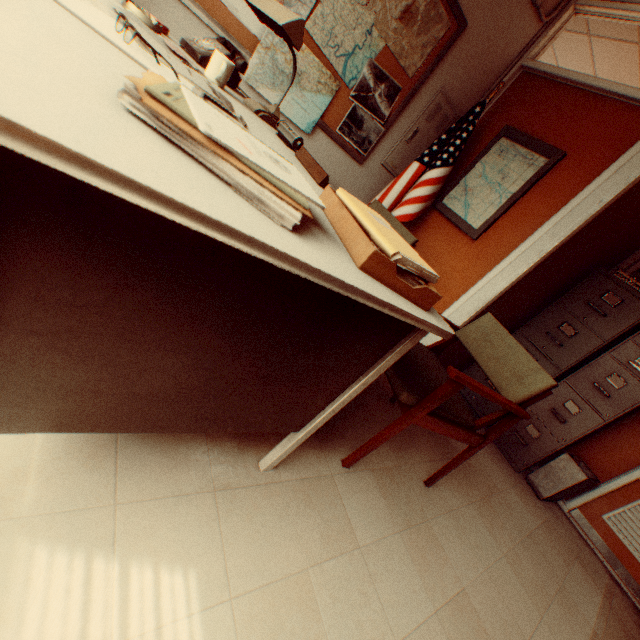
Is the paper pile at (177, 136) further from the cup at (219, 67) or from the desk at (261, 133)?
the cup at (219, 67)

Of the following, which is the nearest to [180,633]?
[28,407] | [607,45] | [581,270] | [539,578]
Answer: [28,407]

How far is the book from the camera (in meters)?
0.54

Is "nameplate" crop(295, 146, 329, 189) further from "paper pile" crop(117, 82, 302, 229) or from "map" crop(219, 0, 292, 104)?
"map" crop(219, 0, 292, 104)

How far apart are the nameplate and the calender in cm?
6

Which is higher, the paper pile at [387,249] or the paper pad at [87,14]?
the paper pile at [387,249]

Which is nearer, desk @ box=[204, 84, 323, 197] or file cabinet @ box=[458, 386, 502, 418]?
desk @ box=[204, 84, 323, 197]

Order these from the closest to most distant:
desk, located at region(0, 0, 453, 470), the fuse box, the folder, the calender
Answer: desk, located at region(0, 0, 453, 470) < the folder < the calender < the fuse box
